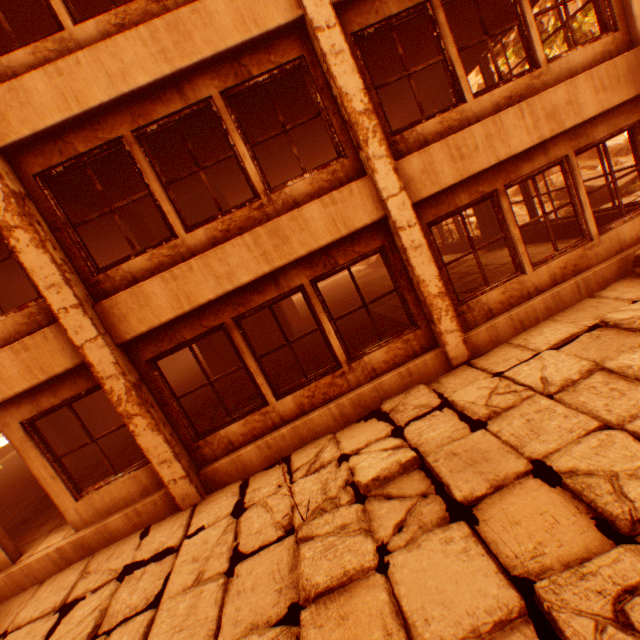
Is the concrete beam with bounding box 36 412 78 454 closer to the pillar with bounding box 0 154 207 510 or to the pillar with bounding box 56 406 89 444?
the pillar with bounding box 56 406 89 444

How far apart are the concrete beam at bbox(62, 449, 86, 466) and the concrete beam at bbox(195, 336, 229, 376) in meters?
4.6 m

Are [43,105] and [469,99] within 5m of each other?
no

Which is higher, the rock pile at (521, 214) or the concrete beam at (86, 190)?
the concrete beam at (86, 190)

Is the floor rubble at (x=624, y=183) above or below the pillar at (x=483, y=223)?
below

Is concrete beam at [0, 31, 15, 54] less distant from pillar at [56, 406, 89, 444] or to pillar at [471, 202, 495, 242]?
pillar at [471, 202, 495, 242]

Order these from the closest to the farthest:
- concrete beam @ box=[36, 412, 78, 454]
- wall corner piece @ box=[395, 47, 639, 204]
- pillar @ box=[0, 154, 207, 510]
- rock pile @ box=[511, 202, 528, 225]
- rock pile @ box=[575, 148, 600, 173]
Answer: pillar @ box=[0, 154, 207, 510] → wall corner piece @ box=[395, 47, 639, 204] → concrete beam @ box=[36, 412, 78, 454] → rock pile @ box=[511, 202, 528, 225] → rock pile @ box=[575, 148, 600, 173]

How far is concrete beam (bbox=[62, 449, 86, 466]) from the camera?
9.3m
